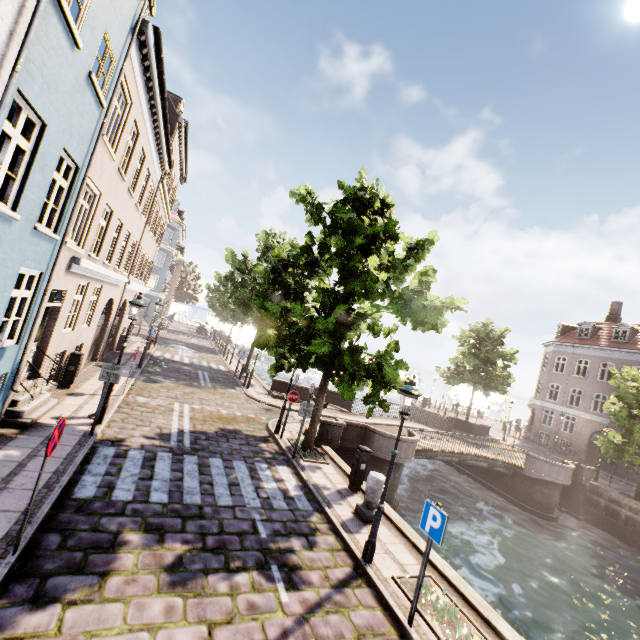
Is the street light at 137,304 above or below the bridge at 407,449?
above

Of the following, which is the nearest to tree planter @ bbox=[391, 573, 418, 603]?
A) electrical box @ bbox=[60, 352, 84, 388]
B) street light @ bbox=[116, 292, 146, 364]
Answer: street light @ bbox=[116, 292, 146, 364]

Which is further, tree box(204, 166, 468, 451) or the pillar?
tree box(204, 166, 468, 451)

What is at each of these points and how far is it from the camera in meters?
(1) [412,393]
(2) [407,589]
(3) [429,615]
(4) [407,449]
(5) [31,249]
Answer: (1) street light, 6.5
(2) tree planter, 6.0
(3) tree planter, 5.5
(4) bridge, 14.4
(5) building, 6.7

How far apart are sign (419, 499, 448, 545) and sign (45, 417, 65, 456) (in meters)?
5.81

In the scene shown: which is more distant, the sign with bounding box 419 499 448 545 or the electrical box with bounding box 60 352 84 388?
the electrical box with bounding box 60 352 84 388

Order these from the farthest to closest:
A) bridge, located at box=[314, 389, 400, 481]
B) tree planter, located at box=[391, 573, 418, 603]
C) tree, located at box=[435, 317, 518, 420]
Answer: tree, located at box=[435, 317, 518, 420] → bridge, located at box=[314, 389, 400, 481] → tree planter, located at box=[391, 573, 418, 603]

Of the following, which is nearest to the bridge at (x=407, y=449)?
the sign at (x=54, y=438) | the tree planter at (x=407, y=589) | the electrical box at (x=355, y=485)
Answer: the electrical box at (x=355, y=485)
